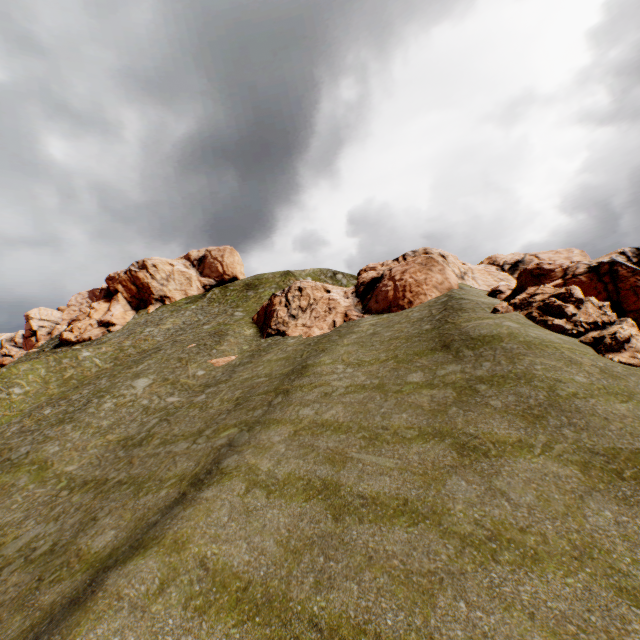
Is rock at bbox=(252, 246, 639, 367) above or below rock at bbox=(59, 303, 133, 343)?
below

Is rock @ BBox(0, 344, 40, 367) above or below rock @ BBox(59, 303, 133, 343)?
below

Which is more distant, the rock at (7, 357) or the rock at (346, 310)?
the rock at (7, 357)

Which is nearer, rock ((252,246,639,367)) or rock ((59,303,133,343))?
rock ((252,246,639,367))

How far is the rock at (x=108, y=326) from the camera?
54.25m

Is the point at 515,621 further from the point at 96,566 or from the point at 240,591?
the point at 96,566

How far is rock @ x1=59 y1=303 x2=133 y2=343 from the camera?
54.2m
